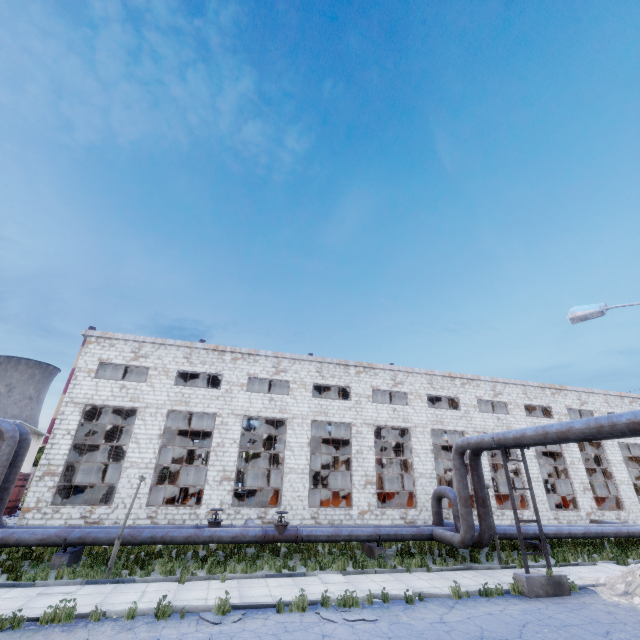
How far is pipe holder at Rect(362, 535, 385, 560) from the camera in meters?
15.3

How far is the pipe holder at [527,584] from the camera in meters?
11.0 m

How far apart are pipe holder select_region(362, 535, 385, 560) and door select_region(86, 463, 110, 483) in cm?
2208

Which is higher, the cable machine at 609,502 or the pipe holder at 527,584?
the cable machine at 609,502

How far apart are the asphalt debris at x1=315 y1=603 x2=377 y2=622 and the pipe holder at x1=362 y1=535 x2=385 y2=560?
6.3m

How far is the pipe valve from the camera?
14.4 meters

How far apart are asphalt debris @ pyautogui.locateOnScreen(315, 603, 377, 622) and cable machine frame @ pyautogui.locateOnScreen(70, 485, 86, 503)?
17.22m

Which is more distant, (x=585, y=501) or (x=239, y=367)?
(x=585, y=501)
